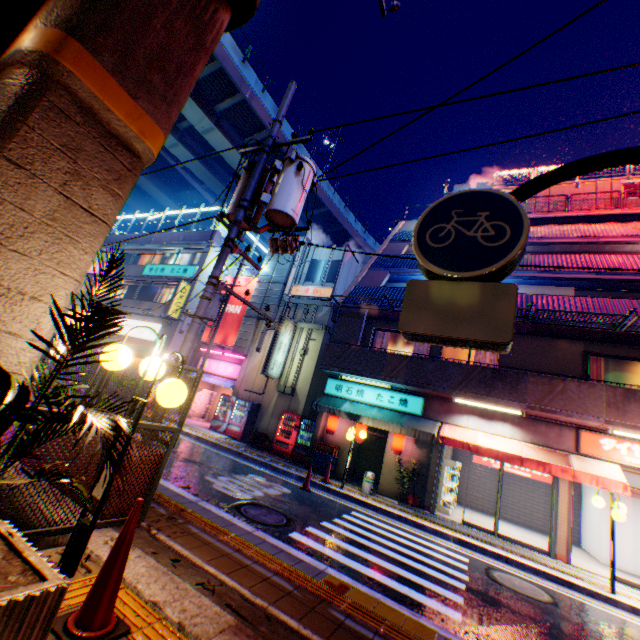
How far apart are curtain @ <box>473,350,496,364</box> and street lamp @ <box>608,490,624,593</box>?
4.3 meters

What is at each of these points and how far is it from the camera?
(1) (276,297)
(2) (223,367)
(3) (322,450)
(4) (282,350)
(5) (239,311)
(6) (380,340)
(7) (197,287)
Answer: (1) ventilation tube, 20.2 meters
(2) sign, 20.9 meters
(3) plastic crate, 13.8 meters
(4) sign, 17.9 meters
(5) billboard, 21.4 meters
(6) curtain, 15.3 meters
(7) building, 21.9 meters

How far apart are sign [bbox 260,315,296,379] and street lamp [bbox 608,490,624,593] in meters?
13.3

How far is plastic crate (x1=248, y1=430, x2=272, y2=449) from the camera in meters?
16.0 m

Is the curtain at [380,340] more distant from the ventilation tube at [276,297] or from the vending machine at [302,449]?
the ventilation tube at [276,297]

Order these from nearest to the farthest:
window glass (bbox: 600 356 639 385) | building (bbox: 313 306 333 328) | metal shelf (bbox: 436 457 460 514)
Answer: window glass (bbox: 600 356 639 385)
metal shelf (bbox: 436 457 460 514)
building (bbox: 313 306 333 328)

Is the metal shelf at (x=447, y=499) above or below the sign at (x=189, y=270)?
below

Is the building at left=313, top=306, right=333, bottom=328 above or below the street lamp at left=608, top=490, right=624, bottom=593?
above
